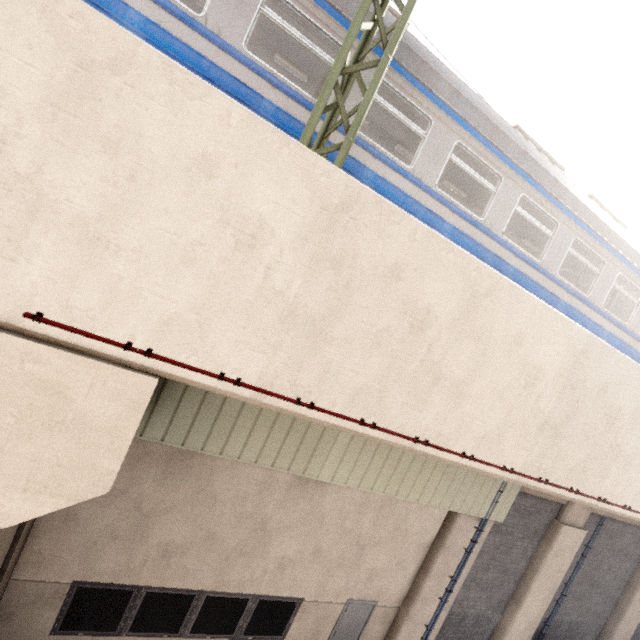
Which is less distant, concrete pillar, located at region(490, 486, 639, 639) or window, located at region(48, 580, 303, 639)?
window, located at region(48, 580, 303, 639)

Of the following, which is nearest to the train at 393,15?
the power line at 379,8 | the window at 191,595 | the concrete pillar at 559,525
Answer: the power line at 379,8

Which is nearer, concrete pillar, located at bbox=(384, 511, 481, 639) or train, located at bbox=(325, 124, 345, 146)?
train, located at bbox=(325, 124, 345, 146)

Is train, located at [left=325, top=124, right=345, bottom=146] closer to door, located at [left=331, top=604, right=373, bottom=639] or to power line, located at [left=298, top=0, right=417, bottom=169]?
power line, located at [left=298, top=0, right=417, bottom=169]

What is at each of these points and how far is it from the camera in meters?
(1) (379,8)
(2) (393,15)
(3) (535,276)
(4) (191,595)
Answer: (1) power line, 4.1
(2) train, 5.1
(3) train, 6.5
(4) window, 6.6

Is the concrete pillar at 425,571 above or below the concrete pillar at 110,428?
below

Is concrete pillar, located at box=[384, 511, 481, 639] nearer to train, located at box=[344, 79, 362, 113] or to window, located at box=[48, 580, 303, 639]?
window, located at box=[48, 580, 303, 639]

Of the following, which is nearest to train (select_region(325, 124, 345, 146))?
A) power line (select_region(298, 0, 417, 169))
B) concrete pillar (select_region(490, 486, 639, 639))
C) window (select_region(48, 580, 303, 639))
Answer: power line (select_region(298, 0, 417, 169))
